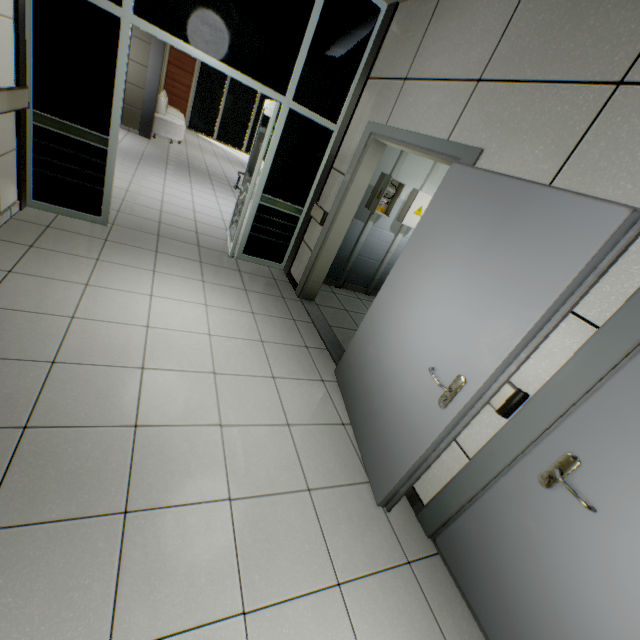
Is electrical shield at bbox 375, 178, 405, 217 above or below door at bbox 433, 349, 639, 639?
above

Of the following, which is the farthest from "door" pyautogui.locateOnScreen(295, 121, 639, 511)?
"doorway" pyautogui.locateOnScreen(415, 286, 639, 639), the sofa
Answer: the sofa

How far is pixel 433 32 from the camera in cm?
281

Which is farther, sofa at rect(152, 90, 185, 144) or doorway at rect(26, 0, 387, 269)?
sofa at rect(152, 90, 185, 144)

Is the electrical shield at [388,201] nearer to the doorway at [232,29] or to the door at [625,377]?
the doorway at [232,29]

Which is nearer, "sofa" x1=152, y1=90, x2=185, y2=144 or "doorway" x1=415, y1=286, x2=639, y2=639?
"doorway" x1=415, y1=286, x2=639, y2=639

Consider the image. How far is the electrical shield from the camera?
4.51m

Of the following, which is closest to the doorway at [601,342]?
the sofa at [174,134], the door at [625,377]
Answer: the door at [625,377]
